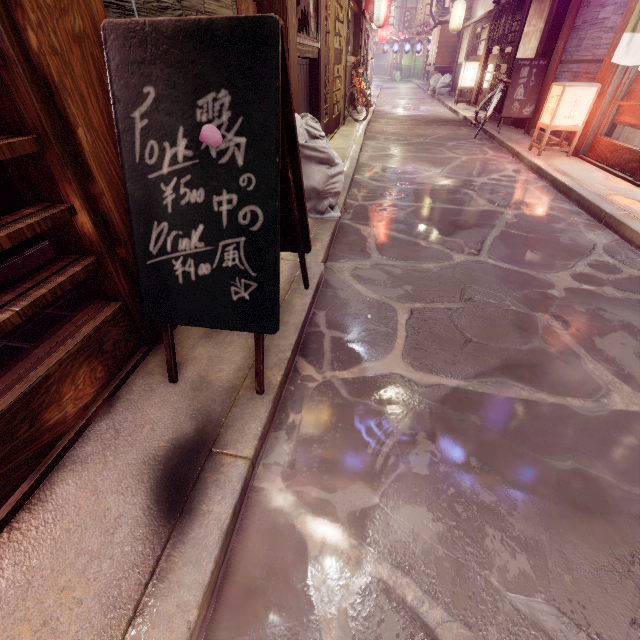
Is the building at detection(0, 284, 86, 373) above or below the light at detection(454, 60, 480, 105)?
below

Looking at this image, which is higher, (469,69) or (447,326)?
(469,69)

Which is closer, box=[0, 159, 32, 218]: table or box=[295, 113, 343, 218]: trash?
box=[0, 159, 32, 218]: table

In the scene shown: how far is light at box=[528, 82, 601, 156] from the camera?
9.98m

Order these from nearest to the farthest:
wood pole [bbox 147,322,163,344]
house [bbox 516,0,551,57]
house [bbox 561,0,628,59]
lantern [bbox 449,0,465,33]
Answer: wood pole [bbox 147,322,163,344]
house [bbox 561,0,628,59]
house [bbox 516,0,551,57]
lantern [bbox 449,0,465,33]

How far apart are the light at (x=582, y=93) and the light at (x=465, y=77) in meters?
16.3 m

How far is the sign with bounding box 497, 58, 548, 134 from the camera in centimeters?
1377cm

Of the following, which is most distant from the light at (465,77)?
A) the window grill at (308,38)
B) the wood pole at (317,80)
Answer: the window grill at (308,38)
